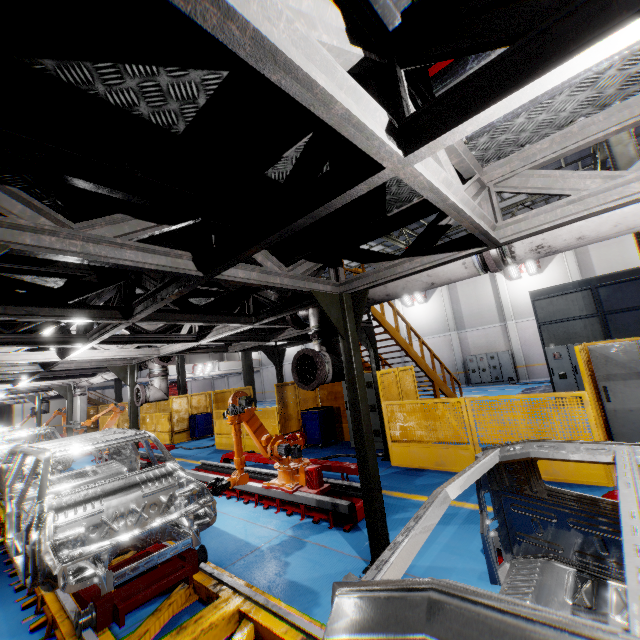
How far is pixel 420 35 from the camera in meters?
1.6

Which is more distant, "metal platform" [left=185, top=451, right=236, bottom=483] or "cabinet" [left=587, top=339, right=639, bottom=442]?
"metal platform" [left=185, top=451, right=236, bottom=483]

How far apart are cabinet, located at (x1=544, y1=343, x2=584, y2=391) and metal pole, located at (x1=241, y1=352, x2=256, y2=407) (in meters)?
12.65

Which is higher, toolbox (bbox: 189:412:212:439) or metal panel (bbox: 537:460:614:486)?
toolbox (bbox: 189:412:212:439)

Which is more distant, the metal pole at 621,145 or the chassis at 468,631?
the metal pole at 621,145

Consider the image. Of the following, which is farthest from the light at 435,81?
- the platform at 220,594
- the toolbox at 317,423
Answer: the toolbox at 317,423

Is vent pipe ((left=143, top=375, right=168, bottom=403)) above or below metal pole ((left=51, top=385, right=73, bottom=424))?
below

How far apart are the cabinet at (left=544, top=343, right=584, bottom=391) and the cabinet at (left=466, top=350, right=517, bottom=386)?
9.5 meters
